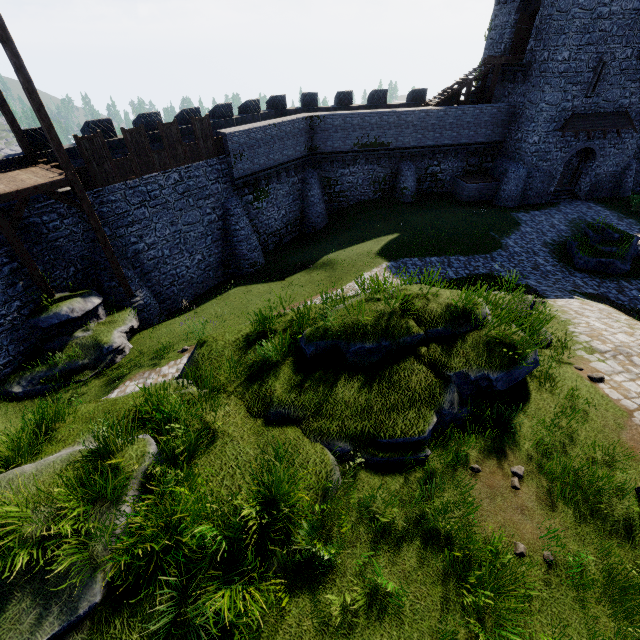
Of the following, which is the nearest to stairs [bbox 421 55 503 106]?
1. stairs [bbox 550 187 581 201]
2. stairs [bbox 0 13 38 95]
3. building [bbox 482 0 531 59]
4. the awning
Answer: building [bbox 482 0 531 59]

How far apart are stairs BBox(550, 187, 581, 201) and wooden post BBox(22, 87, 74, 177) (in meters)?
33.25

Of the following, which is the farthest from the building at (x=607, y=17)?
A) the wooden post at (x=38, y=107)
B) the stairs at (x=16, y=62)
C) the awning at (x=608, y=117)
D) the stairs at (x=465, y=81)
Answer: the wooden post at (x=38, y=107)

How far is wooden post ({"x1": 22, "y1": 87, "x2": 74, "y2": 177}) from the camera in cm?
1155

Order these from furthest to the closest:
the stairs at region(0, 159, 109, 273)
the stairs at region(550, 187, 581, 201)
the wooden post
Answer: the stairs at region(550, 187, 581, 201) < the stairs at region(0, 159, 109, 273) < the wooden post

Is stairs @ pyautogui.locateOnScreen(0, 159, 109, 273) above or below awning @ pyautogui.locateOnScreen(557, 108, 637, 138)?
above

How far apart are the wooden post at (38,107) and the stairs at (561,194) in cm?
3325

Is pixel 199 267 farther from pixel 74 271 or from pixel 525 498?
pixel 525 498
